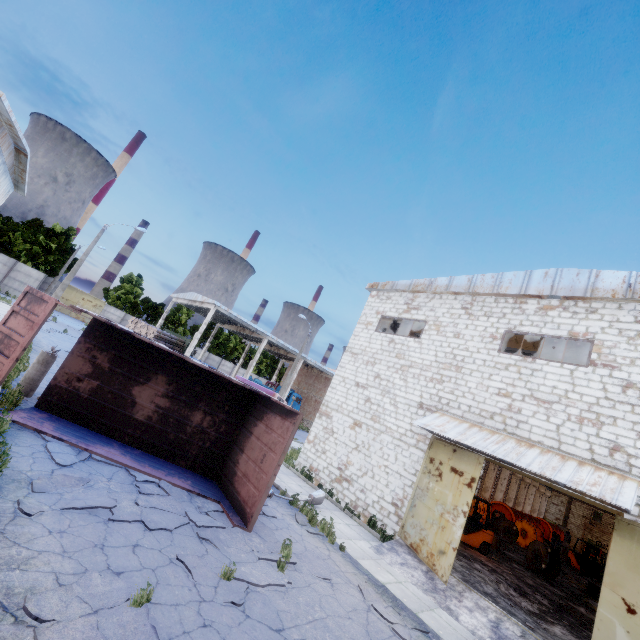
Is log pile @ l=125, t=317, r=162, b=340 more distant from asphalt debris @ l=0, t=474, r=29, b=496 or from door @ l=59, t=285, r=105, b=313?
asphalt debris @ l=0, t=474, r=29, b=496

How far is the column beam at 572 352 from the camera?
15.10m

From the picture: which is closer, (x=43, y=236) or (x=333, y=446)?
(x=333, y=446)

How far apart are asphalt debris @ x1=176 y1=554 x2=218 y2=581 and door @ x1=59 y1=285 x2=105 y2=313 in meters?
51.5 m

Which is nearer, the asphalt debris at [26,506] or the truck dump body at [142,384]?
the asphalt debris at [26,506]

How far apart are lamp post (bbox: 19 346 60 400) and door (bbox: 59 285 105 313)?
43.7m

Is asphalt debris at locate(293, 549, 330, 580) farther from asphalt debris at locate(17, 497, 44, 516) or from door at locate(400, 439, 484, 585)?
door at locate(400, 439, 484, 585)

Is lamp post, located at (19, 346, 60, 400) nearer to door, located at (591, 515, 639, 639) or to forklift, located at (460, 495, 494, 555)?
door, located at (591, 515, 639, 639)
